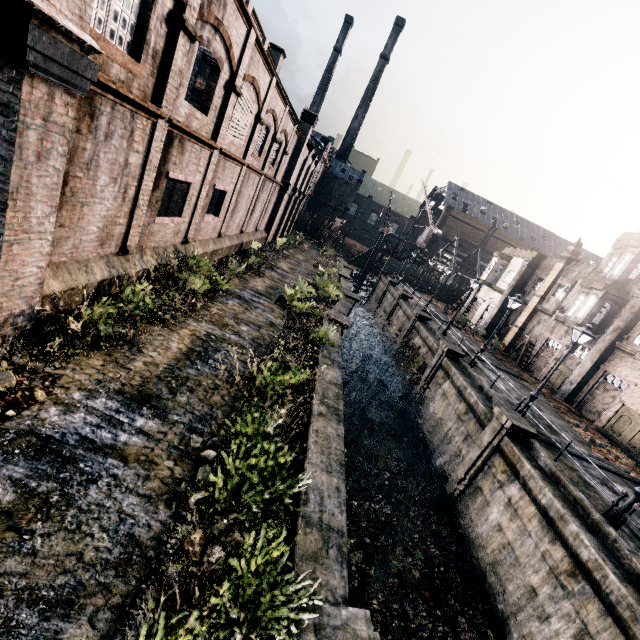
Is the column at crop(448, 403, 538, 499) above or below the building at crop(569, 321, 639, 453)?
below

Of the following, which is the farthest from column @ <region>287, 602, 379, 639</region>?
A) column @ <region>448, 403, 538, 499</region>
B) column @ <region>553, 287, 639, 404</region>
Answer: column @ <region>553, 287, 639, 404</region>

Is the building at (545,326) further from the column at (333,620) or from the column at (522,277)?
the column at (333,620)

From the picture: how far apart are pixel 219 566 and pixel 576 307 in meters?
33.8 m

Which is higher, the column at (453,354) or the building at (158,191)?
the building at (158,191)

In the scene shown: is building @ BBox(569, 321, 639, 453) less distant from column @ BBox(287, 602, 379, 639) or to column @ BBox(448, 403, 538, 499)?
column @ BBox(448, 403, 538, 499)

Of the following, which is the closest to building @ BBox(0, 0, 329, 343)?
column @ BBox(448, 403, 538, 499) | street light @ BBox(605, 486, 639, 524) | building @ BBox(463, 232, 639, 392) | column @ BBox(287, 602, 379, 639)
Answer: column @ BBox(287, 602, 379, 639)

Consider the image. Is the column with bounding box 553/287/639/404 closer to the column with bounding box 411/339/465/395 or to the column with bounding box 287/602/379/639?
the column with bounding box 411/339/465/395
